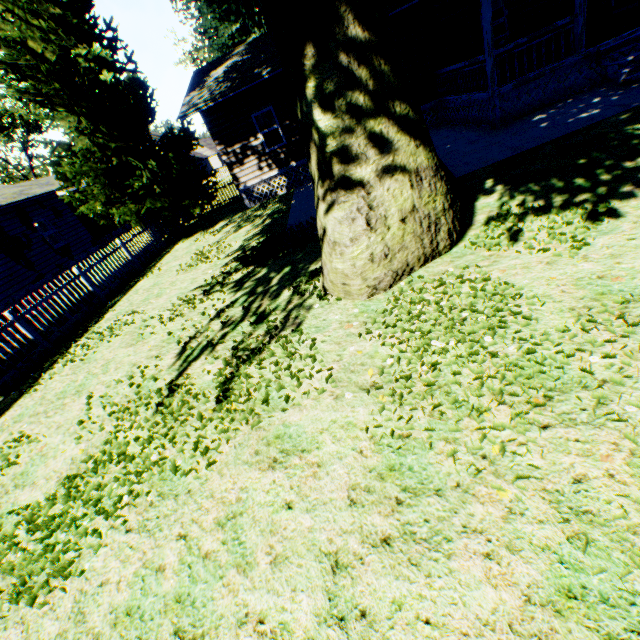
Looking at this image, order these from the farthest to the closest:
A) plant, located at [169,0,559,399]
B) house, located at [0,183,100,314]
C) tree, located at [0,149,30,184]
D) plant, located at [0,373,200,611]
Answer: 1. tree, located at [0,149,30,184]
2. house, located at [0,183,100,314]
3. plant, located at [169,0,559,399]
4. plant, located at [0,373,200,611]

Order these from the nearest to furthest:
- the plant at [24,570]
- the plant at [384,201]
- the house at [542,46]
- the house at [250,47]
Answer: the plant at [24,570] → the plant at [384,201] → the house at [542,46] → the house at [250,47]

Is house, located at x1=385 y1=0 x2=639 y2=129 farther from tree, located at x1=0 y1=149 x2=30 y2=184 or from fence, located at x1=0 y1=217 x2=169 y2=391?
tree, located at x1=0 y1=149 x2=30 y2=184

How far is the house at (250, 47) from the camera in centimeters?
1338cm

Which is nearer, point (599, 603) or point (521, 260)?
point (599, 603)

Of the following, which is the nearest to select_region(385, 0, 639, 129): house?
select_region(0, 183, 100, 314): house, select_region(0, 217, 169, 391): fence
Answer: select_region(0, 217, 169, 391): fence

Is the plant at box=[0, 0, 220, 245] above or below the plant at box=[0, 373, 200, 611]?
above

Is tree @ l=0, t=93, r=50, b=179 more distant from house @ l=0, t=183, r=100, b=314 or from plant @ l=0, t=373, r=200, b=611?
house @ l=0, t=183, r=100, b=314
